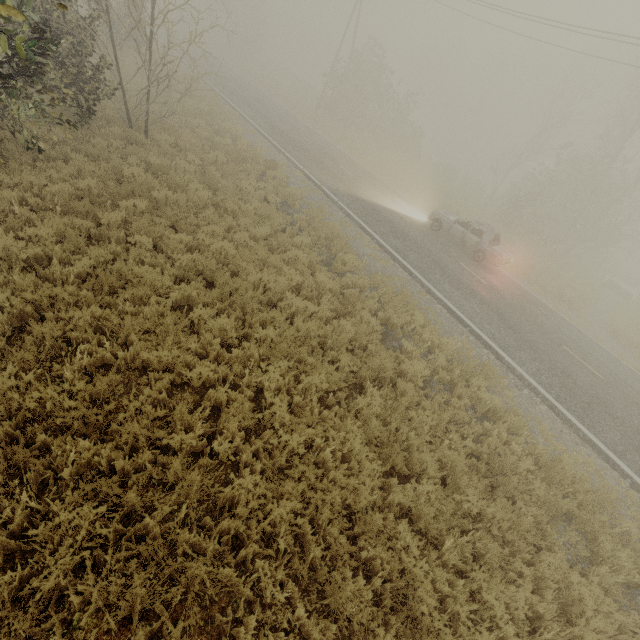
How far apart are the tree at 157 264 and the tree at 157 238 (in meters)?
1.07

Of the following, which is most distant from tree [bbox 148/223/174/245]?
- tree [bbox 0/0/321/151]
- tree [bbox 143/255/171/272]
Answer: tree [bbox 0/0/321/151]

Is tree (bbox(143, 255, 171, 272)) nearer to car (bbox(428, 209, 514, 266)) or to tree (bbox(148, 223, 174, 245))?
tree (bbox(148, 223, 174, 245))

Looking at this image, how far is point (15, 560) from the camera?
3.17m

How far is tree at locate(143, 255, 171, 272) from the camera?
6.4 meters

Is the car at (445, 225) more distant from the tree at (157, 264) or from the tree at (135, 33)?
the tree at (157, 264)

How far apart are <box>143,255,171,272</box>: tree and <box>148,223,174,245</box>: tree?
1.1 meters

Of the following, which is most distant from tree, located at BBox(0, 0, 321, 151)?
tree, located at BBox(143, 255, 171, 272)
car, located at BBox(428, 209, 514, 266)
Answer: car, located at BBox(428, 209, 514, 266)
